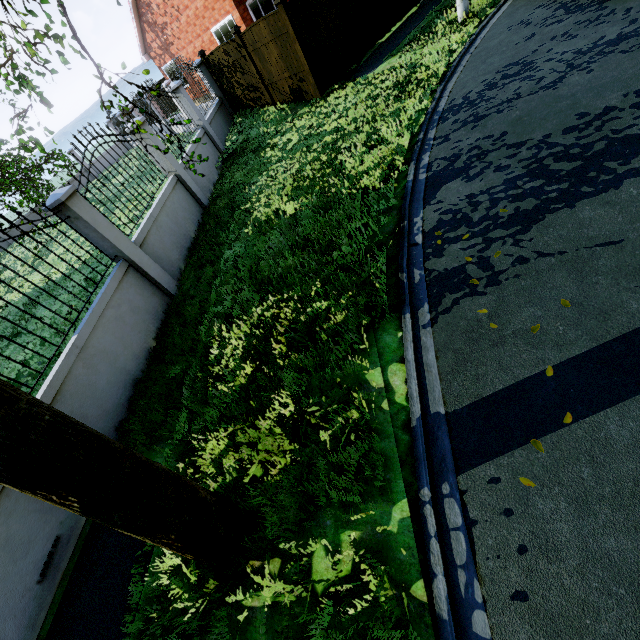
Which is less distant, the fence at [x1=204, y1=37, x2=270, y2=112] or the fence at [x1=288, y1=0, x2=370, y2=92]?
the fence at [x1=288, y1=0, x2=370, y2=92]

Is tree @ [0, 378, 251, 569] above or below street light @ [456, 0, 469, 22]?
above

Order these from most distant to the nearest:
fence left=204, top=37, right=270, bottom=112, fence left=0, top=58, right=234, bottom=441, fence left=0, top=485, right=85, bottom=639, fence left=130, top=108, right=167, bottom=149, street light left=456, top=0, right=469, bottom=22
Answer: fence left=204, top=37, right=270, bottom=112 < street light left=456, top=0, right=469, bottom=22 < fence left=130, top=108, right=167, bottom=149 < fence left=0, top=58, right=234, bottom=441 < fence left=0, top=485, right=85, bottom=639

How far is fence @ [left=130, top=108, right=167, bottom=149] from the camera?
7.9 meters

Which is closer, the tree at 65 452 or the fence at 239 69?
the tree at 65 452

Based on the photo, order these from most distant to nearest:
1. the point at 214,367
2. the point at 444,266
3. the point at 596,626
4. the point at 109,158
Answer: the point at 109,158, the point at 214,367, the point at 444,266, the point at 596,626

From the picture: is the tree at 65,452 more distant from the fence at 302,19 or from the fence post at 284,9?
the fence post at 284,9
